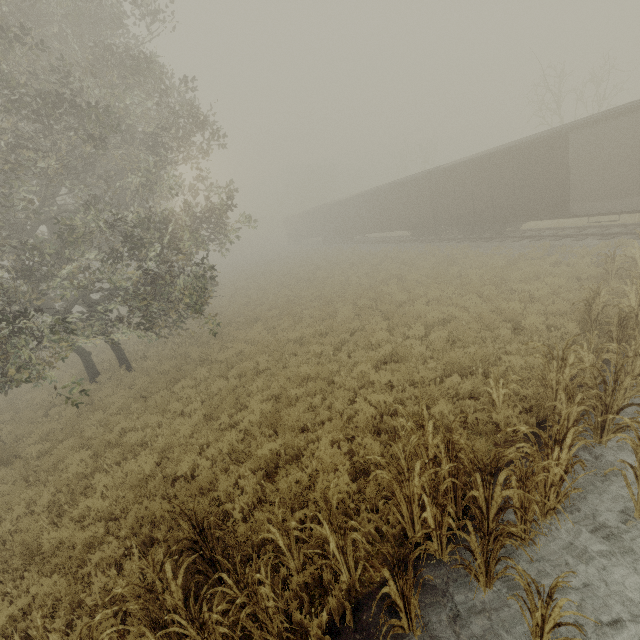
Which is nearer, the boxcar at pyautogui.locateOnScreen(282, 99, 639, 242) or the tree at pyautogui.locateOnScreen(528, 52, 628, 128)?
the boxcar at pyautogui.locateOnScreen(282, 99, 639, 242)

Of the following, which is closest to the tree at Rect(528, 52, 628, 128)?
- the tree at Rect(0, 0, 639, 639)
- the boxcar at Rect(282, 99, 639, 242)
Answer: the boxcar at Rect(282, 99, 639, 242)

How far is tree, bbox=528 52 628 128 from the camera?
20.7 meters

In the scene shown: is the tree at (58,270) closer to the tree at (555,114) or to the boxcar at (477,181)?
the boxcar at (477,181)

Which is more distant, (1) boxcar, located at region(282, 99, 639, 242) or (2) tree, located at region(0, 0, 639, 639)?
(1) boxcar, located at region(282, 99, 639, 242)

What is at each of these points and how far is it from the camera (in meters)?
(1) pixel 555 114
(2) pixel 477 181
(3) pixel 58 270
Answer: (1) tree, 21.72
(2) boxcar, 17.95
(3) tree, 10.83

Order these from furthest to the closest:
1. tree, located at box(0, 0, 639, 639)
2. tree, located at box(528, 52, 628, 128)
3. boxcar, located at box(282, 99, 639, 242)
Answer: tree, located at box(528, 52, 628, 128), boxcar, located at box(282, 99, 639, 242), tree, located at box(0, 0, 639, 639)

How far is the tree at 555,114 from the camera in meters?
20.7
